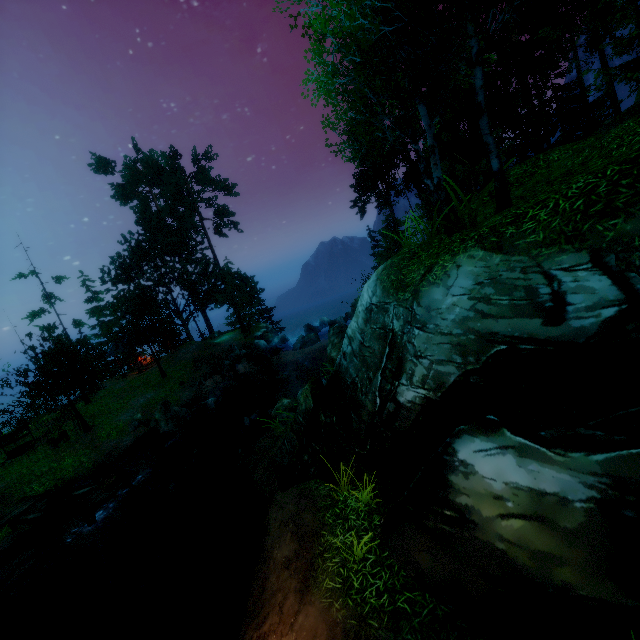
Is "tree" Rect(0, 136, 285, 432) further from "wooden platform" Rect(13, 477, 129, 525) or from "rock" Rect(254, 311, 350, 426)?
"rock" Rect(254, 311, 350, 426)

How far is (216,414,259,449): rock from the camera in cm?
1598

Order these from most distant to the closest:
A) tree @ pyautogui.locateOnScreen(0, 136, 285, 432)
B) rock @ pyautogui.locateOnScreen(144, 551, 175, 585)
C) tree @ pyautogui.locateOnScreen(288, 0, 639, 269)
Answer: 1. tree @ pyautogui.locateOnScreen(0, 136, 285, 432)
2. rock @ pyautogui.locateOnScreen(144, 551, 175, 585)
3. tree @ pyautogui.locateOnScreen(288, 0, 639, 269)

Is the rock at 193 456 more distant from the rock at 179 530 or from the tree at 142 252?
the tree at 142 252

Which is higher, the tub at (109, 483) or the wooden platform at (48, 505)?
the tub at (109, 483)

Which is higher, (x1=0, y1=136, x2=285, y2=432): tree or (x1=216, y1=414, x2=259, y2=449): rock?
(x1=0, y1=136, x2=285, y2=432): tree

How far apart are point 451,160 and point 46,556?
31.81m

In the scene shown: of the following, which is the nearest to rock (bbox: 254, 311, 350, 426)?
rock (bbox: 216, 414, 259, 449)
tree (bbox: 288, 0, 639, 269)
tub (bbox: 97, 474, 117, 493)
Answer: rock (bbox: 216, 414, 259, 449)
